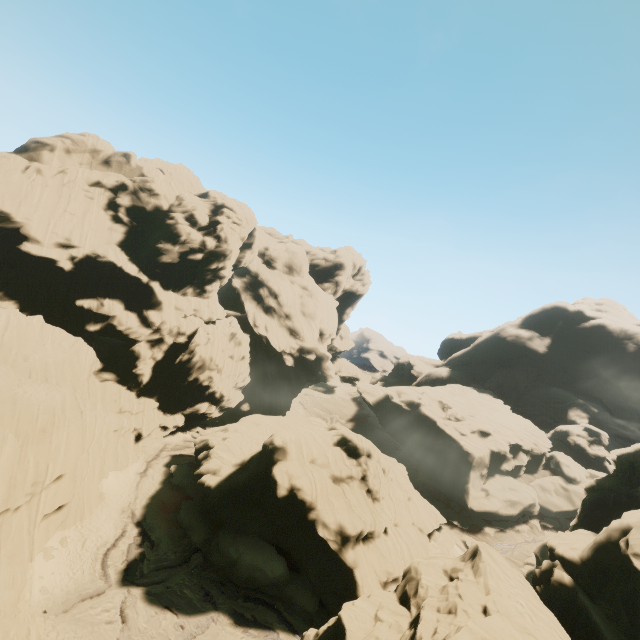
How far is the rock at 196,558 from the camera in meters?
25.9

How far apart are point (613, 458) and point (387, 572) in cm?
2734

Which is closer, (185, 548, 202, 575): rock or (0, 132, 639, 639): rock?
(0, 132, 639, 639): rock

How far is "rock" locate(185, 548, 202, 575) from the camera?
25.92m

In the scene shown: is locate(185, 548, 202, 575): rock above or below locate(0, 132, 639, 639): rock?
below

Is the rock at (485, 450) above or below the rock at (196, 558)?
above
